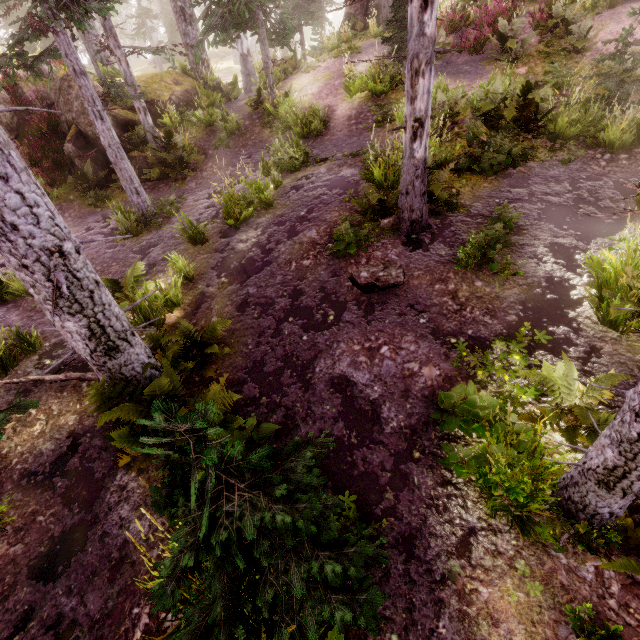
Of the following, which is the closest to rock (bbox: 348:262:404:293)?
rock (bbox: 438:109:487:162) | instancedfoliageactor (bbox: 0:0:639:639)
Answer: instancedfoliageactor (bbox: 0:0:639:639)

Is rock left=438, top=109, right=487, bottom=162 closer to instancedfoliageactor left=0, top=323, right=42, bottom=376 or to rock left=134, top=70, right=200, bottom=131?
instancedfoliageactor left=0, top=323, right=42, bottom=376

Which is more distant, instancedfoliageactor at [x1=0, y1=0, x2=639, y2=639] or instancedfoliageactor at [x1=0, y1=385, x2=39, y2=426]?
instancedfoliageactor at [x1=0, y1=385, x2=39, y2=426]

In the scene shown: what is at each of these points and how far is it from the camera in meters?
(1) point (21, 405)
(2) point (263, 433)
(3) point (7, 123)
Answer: (1) instancedfoliageactor, 4.4
(2) instancedfoliageactor, 3.8
(3) rock, 12.0

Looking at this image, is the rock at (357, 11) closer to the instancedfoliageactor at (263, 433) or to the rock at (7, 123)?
the instancedfoliageactor at (263, 433)

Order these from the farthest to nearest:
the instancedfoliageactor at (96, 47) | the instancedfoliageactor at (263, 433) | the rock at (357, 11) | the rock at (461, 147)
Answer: the rock at (357, 11) → the rock at (461, 147) → the instancedfoliageactor at (263, 433) → the instancedfoliageactor at (96, 47)

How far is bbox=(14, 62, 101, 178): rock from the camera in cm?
1173

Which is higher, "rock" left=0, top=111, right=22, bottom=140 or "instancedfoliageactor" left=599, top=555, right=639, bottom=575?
"rock" left=0, top=111, right=22, bottom=140
